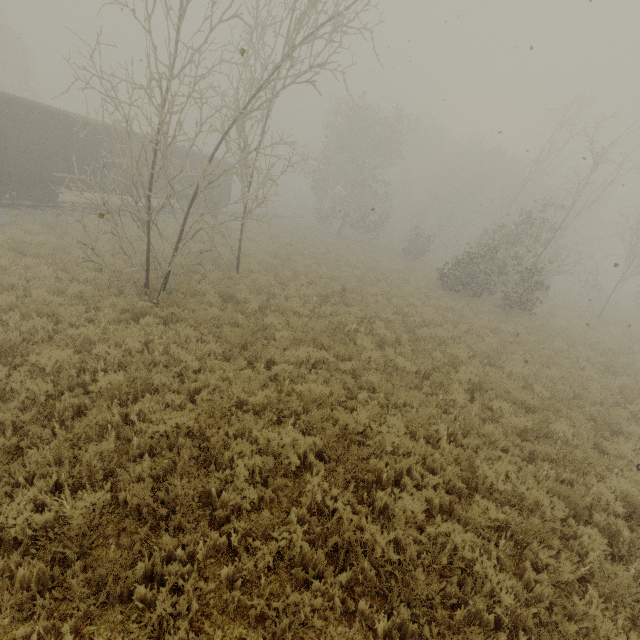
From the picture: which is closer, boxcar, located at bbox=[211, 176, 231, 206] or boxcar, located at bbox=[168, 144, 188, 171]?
boxcar, located at bbox=[168, 144, 188, 171]

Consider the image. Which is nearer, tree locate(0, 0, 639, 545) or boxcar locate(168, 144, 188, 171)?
tree locate(0, 0, 639, 545)

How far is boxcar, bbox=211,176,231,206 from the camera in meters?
28.2 m

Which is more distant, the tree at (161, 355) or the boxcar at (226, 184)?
the boxcar at (226, 184)

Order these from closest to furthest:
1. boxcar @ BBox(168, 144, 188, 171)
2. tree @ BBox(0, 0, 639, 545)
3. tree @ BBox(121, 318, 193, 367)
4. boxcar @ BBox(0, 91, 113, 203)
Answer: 1. tree @ BBox(0, 0, 639, 545)
2. tree @ BBox(121, 318, 193, 367)
3. boxcar @ BBox(0, 91, 113, 203)
4. boxcar @ BBox(168, 144, 188, 171)

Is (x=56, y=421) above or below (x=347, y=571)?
below

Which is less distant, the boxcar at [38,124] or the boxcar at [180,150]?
the boxcar at [38,124]
